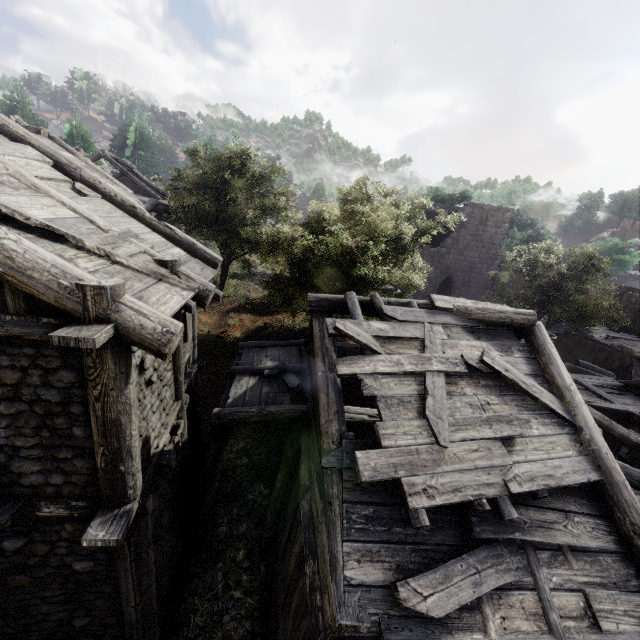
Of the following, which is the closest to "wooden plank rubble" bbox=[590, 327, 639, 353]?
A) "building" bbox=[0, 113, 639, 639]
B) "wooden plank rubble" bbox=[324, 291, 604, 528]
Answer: "building" bbox=[0, 113, 639, 639]

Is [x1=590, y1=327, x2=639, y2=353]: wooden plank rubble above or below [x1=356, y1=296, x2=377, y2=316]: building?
below

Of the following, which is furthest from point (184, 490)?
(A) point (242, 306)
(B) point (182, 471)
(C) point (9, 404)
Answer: (A) point (242, 306)

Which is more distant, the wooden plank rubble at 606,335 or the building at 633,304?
the building at 633,304

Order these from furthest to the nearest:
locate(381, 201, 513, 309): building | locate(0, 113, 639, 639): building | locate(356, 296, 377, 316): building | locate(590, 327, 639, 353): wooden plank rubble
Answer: locate(381, 201, 513, 309): building
locate(590, 327, 639, 353): wooden plank rubble
locate(356, 296, 377, 316): building
locate(0, 113, 639, 639): building

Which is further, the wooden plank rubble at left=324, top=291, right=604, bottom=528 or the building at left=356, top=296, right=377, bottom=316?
the building at left=356, top=296, right=377, bottom=316

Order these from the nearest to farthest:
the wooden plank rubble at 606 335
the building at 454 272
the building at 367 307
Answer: the building at 367 307 < the wooden plank rubble at 606 335 < the building at 454 272
